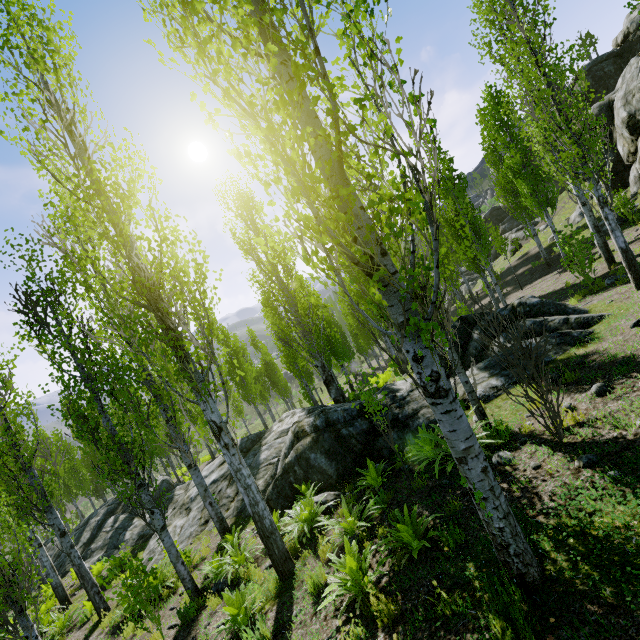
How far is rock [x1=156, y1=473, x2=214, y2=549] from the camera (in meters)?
11.84

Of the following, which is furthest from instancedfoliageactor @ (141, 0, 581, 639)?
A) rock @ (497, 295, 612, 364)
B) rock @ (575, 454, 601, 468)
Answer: rock @ (575, 454, 601, 468)

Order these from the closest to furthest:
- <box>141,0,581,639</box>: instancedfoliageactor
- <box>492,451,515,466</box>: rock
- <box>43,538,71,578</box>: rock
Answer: <box>141,0,581,639</box>: instancedfoliageactor < <box>492,451,515,466</box>: rock < <box>43,538,71,578</box>: rock

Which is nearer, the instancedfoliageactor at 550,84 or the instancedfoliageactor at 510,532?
the instancedfoliageactor at 510,532

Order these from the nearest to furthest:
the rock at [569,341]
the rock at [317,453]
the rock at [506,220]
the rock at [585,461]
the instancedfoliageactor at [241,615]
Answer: the rock at [585,461] < the instancedfoliageactor at [241,615] < the rock at [569,341] < the rock at [317,453] < the rock at [506,220]

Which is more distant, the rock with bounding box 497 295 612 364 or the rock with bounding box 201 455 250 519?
the rock with bounding box 201 455 250 519

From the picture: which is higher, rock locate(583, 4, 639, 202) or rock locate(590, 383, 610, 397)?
rock locate(583, 4, 639, 202)

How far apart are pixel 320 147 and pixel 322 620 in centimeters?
618cm
